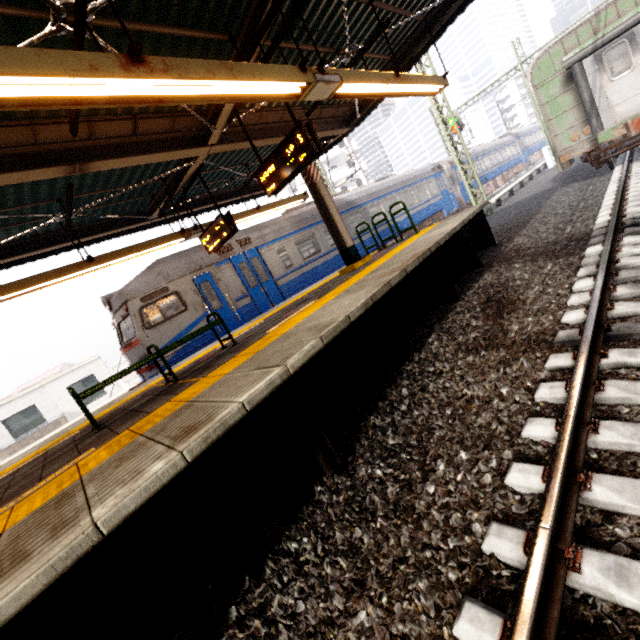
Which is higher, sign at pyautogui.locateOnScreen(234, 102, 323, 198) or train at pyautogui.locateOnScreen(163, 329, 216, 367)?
sign at pyautogui.locateOnScreen(234, 102, 323, 198)

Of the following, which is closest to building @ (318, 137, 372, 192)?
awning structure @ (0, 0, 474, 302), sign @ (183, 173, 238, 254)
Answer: awning structure @ (0, 0, 474, 302)

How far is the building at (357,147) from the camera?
43.1m

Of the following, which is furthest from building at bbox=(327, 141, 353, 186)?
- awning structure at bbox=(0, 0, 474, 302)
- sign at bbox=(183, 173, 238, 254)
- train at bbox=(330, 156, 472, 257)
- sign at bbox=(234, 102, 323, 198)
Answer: sign at bbox=(234, 102, 323, 198)

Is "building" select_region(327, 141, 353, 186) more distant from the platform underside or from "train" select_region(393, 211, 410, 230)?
the platform underside

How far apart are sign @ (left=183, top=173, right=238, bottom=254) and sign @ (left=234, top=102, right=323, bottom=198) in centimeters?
164cm

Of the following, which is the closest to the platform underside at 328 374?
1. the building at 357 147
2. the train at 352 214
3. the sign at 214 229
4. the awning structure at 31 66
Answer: the train at 352 214

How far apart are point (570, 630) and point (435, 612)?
0.6m
